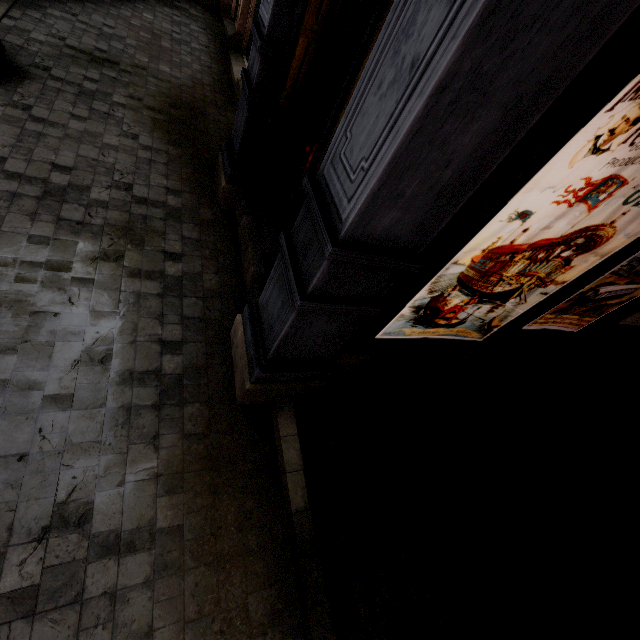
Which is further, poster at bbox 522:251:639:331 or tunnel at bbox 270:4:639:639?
poster at bbox 522:251:639:331

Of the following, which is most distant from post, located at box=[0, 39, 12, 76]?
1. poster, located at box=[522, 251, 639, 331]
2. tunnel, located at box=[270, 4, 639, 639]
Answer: poster, located at box=[522, 251, 639, 331]

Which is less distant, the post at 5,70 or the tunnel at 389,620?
the tunnel at 389,620

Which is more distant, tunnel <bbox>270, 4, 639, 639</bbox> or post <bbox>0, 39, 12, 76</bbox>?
post <bbox>0, 39, 12, 76</bbox>

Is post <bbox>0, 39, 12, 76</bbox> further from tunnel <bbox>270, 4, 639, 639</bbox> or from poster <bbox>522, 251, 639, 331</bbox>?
poster <bbox>522, 251, 639, 331</bbox>

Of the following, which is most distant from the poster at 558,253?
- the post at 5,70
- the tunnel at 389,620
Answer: the post at 5,70

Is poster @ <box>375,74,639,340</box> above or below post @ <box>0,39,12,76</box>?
above

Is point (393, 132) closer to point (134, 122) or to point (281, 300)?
point (281, 300)
